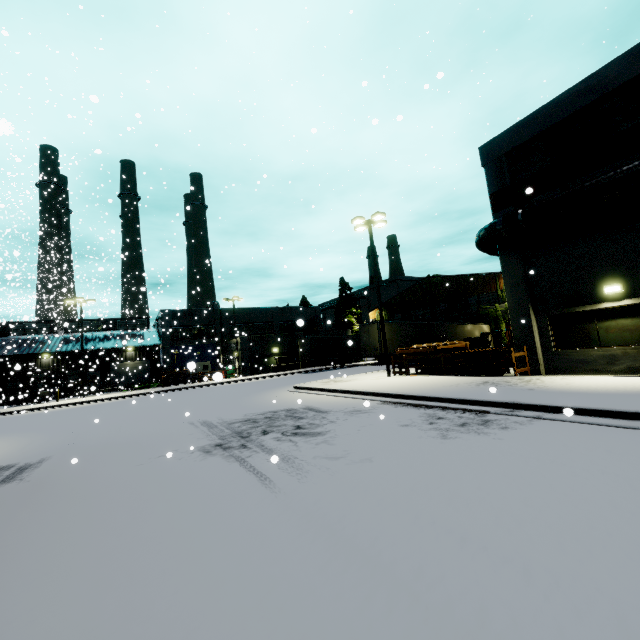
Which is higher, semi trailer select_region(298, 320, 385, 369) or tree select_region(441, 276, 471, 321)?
tree select_region(441, 276, 471, 321)

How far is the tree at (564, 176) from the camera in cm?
1196

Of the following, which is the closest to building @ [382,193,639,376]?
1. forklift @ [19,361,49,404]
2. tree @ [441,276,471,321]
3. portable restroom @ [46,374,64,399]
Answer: tree @ [441,276,471,321]

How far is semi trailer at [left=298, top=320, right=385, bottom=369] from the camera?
26.1m

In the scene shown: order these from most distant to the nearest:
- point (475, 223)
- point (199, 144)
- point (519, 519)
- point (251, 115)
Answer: point (475, 223)
point (199, 144)
point (251, 115)
point (519, 519)

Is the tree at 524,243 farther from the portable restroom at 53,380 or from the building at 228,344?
the portable restroom at 53,380

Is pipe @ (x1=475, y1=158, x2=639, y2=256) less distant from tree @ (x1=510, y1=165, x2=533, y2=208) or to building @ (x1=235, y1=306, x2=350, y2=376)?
building @ (x1=235, y1=306, x2=350, y2=376)

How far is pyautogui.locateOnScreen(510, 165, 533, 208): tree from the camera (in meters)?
13.89
